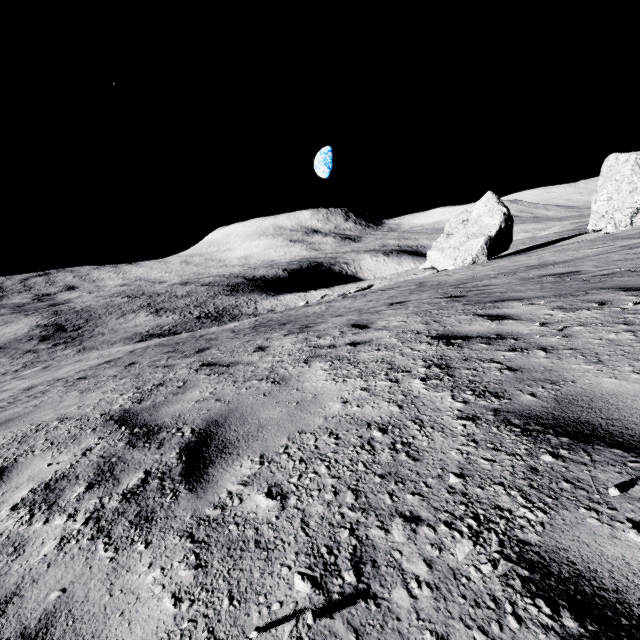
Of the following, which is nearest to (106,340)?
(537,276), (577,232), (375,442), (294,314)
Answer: (294,314)

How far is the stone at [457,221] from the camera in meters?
24.8 m

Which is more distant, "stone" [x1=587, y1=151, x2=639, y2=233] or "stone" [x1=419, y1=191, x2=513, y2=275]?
"stone" [x1=419, y1=191, x2=513, y2=275]

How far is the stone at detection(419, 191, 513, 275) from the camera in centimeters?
2477cm

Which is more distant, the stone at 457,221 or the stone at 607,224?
the stone at 457,221
